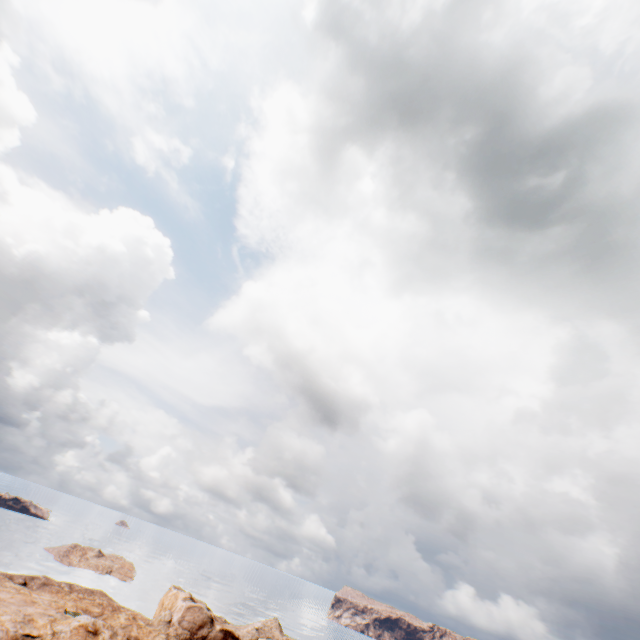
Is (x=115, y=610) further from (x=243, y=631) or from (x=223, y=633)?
(x=243, y=631)
